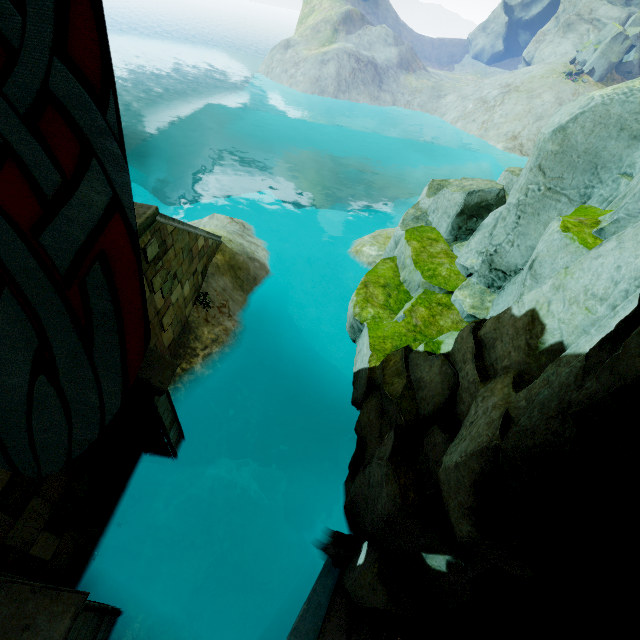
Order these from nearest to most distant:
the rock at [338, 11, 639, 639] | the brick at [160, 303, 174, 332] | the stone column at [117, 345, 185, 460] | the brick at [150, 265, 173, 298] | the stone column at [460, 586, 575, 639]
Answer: the rock at [338, 11, 639, 639], the stone column at [460, 586, 575, 639], the stone column at [117, 345, 185, 460], the brick at [150, 265, 173, 298], the brick at [160, 303, 174, 332]

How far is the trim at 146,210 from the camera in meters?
Result: 5.9 m

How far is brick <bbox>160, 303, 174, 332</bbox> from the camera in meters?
8.3 m

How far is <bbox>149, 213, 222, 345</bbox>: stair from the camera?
7.7 meters

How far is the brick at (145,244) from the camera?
6.8 meters

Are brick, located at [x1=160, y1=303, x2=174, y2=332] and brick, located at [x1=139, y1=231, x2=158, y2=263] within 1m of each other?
no

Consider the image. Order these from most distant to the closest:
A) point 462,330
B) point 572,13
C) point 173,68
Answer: point 173,68 < point 572,13 < point 462,330

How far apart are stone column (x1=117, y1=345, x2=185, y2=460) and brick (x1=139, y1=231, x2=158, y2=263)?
1.9m
